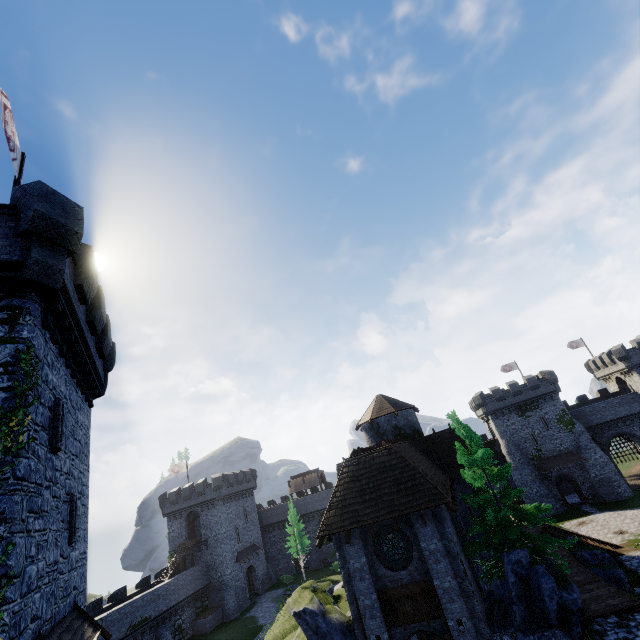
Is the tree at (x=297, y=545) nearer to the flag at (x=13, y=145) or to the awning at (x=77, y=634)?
the awning at (x=77, y=634)

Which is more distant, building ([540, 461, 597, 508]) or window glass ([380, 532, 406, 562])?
building ([540, 461, 597, 508])

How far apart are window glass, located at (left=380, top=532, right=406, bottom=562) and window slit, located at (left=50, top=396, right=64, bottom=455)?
14.8m

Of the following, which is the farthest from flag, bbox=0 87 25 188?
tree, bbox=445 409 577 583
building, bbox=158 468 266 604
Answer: building, bbox=158 468 266 604

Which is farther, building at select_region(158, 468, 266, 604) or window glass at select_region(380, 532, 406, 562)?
building at select_region(158, 468, 266, 604)

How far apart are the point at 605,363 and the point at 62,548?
65.2 meters

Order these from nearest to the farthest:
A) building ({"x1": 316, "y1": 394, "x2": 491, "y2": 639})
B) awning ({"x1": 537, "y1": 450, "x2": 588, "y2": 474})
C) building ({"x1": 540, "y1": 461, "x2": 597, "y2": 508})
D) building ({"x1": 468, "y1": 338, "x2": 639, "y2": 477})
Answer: building ({"x1": 316, "y1": 394, "x2": 491, "y2": 639}) → building ({"x1": 540, "y1": 461, "x2": 597, "y2": 508}) → awning ({"x1": 537, "y1": 450, "x2": 588, "y2": 474}) → building ({"x1": 468, "y1": 338, "x2": 639, "y2": 477})

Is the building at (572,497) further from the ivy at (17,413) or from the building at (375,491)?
the ivy at (17,413)
